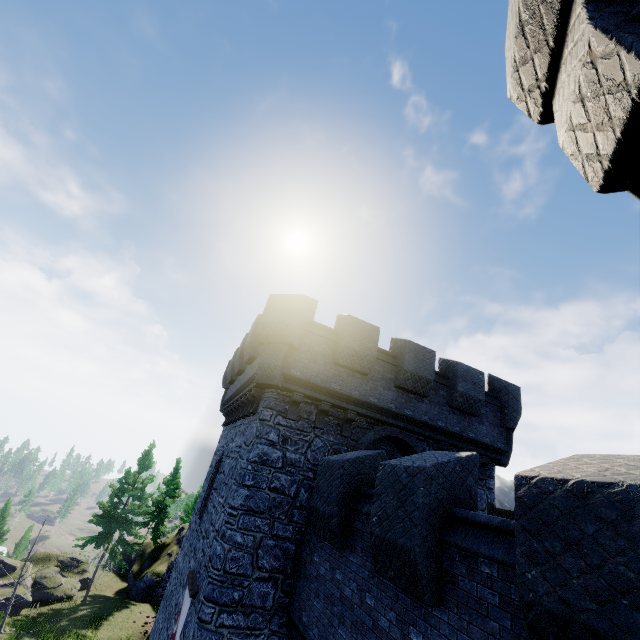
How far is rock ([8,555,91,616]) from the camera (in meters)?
23.33

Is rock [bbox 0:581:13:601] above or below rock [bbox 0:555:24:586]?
below

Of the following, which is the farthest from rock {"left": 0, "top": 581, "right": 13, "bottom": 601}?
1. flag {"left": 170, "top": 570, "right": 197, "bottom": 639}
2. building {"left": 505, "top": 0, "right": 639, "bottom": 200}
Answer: flag {"left": 170, "top": 570, "right": 197, "bottom": 639}

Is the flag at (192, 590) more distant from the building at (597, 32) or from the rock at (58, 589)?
the rock at (58, 589)

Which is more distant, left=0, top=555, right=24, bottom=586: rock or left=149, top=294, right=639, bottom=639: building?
left=0, top=555, right=24, bottom=586: rock

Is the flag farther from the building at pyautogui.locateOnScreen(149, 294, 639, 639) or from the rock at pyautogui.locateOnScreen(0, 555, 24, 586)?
the rock at pyautogui.locateOnScreen(0, 555, 24, 586)

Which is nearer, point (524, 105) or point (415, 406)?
point (524, 105)

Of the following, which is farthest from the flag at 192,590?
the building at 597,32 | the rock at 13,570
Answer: the rock at 13,570
